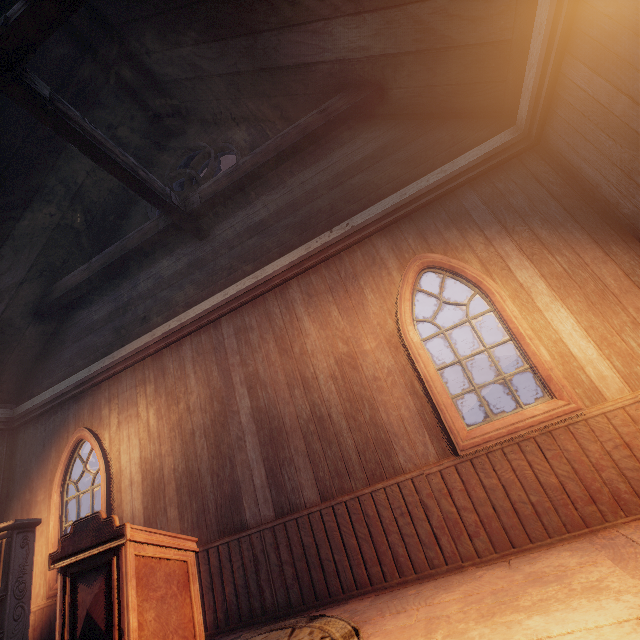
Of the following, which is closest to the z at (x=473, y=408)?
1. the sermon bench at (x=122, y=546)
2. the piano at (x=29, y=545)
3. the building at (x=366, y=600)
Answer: the building at (x=366, y=600)

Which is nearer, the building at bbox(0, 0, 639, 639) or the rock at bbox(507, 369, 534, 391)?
the building at bbox(0, 0, 639, 639)

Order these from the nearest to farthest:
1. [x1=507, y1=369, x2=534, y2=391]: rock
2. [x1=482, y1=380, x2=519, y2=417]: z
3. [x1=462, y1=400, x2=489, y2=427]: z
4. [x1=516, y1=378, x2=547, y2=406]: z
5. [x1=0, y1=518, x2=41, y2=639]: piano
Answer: [x1=0, y1=518, x2=41, y2=639]: piano, [x1=516, y1=378, x2=547, y2=406]: z, [x1=482, y1=380, x2=519, y2=417]: z, [x1=507, y1=369, x2=534, y2=391]: rock, [x1=462, y1=400, x2=489, y2=427]: z

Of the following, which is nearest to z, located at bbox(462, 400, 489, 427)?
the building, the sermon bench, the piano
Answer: the building

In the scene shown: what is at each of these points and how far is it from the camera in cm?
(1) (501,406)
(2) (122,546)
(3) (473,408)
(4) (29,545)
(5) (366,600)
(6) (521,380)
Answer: (1) z, 4259
(2) sermon bench, 197
(3) z, 5244
(4) piano, 416
(5) building, 298
(6) rock, 4322

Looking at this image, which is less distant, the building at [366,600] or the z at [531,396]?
the building at [366,600]

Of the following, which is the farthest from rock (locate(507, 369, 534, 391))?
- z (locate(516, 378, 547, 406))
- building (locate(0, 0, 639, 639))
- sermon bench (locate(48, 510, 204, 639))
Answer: sermon bench (locate(48, 510, 204, 639))

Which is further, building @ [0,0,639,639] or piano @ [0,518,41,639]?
piano @ [0,518,41,639]
